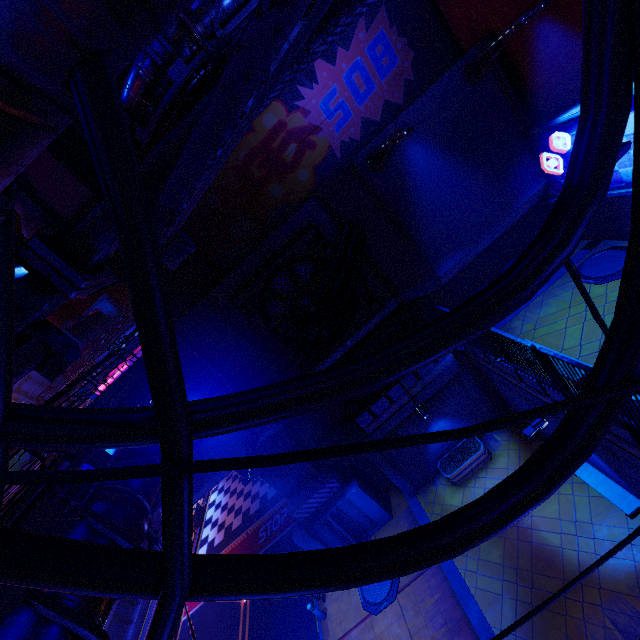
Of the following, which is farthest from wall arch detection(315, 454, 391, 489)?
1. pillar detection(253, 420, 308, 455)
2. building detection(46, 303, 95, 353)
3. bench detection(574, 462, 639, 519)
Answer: building detection(46, 303, 95, 353)

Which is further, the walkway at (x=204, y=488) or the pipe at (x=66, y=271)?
the walkway at (x=204, y=488)

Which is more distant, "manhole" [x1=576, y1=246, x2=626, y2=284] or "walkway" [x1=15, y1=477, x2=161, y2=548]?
"manhole" [x1=576, y1=246, x2=626, y2=284]

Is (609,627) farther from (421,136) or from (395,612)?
(421,136)

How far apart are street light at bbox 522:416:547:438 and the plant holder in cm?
465

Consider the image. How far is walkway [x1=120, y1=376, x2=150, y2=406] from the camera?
9.1m

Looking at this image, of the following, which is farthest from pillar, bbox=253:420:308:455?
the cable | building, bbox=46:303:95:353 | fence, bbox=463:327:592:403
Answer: building, bbox=46:303:95:353

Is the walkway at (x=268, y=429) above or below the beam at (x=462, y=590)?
above
